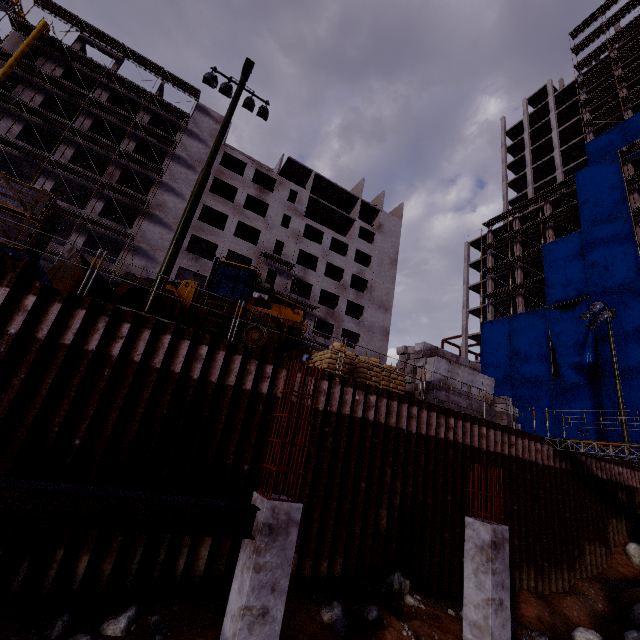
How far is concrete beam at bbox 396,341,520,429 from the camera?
14.1 meters

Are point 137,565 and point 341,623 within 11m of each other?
yes

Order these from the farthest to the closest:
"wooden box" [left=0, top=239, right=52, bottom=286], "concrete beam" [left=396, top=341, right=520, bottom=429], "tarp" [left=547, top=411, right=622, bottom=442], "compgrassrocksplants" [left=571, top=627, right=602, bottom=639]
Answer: "tarp" [left=547, top=411, right=622, bottom=442]
"concrete beam" [left=396, top=341, right=520, bottom=429]
"compgrassrocksplants" [left=571, top=627, right=602, bottom=639]
"wooden box" [left=0, top=239, right=52, bottom=286]

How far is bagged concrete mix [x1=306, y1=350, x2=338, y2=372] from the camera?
12.1m

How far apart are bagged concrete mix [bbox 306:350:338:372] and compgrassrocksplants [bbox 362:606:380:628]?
6.49m

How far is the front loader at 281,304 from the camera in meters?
13.4 m

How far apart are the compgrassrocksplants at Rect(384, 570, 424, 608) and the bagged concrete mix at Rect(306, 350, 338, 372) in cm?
573

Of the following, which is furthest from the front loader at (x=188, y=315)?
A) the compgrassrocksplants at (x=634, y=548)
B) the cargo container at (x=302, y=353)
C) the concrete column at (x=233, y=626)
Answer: the compgrassrocksplants at (x=634, y=548)
